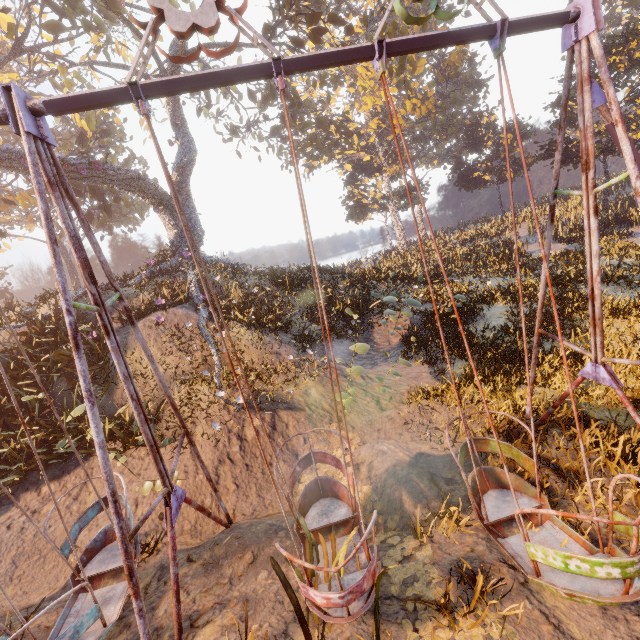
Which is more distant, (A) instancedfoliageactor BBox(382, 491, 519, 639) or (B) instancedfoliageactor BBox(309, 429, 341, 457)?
(B) instancedfoliageactor BBox(309, 429, 341, 457)

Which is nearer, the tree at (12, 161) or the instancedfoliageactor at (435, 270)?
the instancedfoliageactor at (435, 270)

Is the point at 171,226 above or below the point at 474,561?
above

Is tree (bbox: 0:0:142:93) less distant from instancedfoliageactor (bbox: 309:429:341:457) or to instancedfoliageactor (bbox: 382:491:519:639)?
instancedfoliageactor (bbox: 309:429:341:457)

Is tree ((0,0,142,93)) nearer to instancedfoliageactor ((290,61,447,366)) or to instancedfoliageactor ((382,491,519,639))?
instancedfoliageactor ((290,61,447,366))

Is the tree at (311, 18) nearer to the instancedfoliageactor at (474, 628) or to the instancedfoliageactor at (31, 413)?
the instancedfoliageactor at (31, 413)

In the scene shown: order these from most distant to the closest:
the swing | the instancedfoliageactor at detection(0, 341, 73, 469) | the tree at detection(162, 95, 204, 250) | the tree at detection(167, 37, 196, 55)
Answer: the tree at detection(162, 95, 204, 250) → the tree at detection(167, 37, 196, 55) → the instancedfoliageactor at detection(0, 341, 73, 469) → the swing
